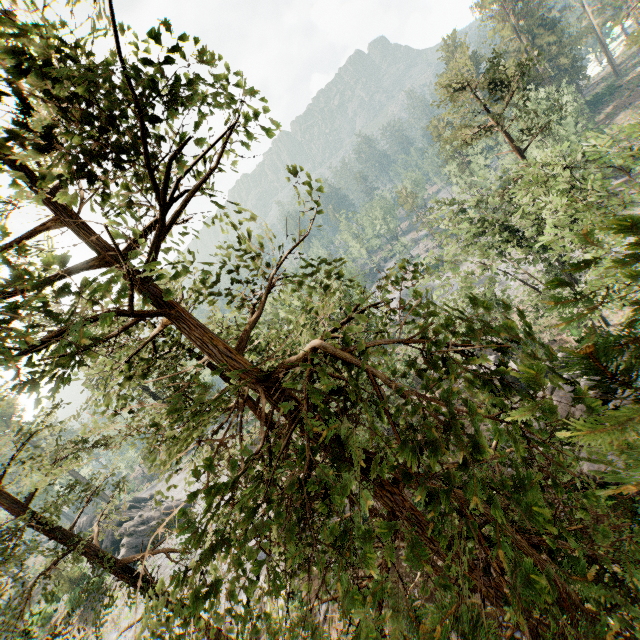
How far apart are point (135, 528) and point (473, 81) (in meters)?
58.69

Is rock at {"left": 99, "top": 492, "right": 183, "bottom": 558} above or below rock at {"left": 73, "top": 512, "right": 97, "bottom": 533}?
below

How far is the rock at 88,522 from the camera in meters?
52.1 m

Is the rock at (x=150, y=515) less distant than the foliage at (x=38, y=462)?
No

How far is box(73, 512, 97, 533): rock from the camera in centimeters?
5207cm

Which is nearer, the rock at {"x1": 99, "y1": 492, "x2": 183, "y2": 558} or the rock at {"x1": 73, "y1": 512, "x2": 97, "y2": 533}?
the rock at {"x1": 99, "y1": 492, "x2": 183, "y2": 558}

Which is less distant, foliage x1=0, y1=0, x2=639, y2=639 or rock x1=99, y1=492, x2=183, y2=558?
foliage x1=0, y1=0, x2=639, y2=639

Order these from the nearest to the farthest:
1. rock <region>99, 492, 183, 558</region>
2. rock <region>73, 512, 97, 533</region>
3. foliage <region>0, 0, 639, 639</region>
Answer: →
foliage <region>0, 0, 639, 639</region>
rock <region>99, 492, 183, 558</region>
rock <region>73, 512, 97, 533</region>
